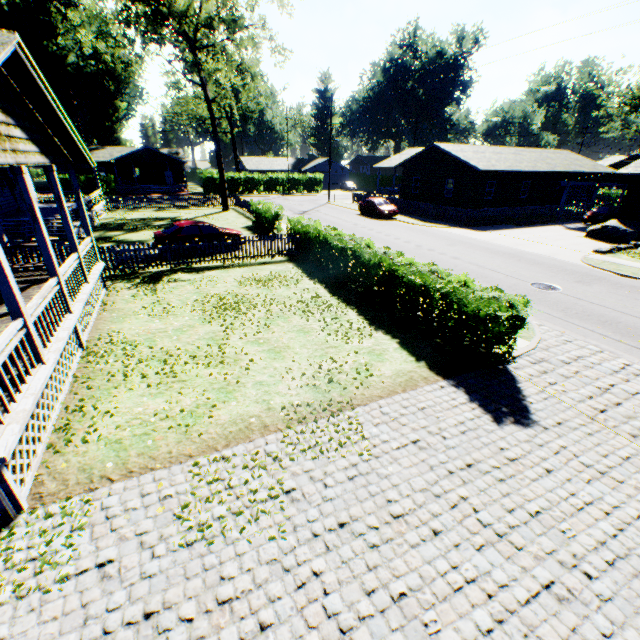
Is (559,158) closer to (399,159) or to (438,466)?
(399,159)

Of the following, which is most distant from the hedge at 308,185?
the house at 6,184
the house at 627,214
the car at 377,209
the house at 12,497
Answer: the house at 12,497

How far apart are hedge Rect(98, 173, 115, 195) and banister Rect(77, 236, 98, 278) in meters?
41.1

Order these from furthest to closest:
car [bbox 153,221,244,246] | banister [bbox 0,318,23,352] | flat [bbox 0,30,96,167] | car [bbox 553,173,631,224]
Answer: car [bbox 553,173,631,224] → car [bbox 153,221,244,246] → flat [bbox 0,30,96,167] → banister [bbox 0,318,23,352]

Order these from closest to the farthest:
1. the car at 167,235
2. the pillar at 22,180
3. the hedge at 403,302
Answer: the pillar at 22,180
the hedge at 403,302
the car at 167,235

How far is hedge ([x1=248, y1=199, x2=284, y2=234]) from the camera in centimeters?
2243cm

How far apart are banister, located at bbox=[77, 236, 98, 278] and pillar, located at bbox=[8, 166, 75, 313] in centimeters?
248cm

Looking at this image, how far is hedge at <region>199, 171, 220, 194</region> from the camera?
48.7 meters
